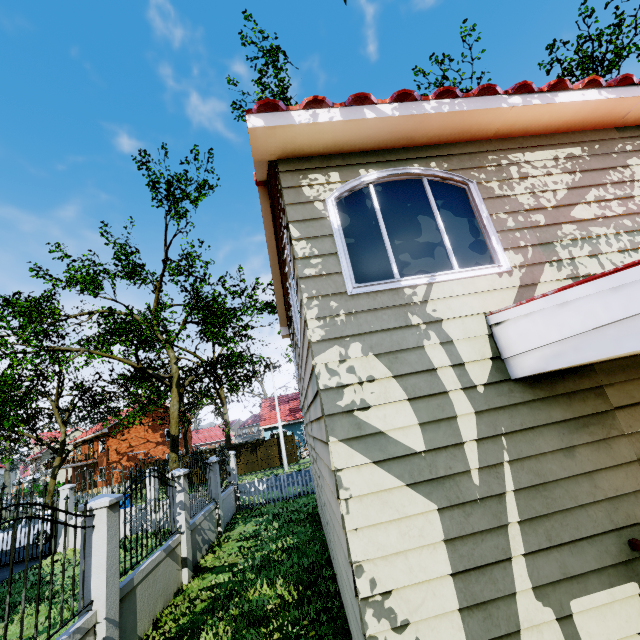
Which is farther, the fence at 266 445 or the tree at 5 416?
the fence at 266 445

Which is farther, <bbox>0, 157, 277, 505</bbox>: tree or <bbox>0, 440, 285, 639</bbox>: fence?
<bbox>0, 157, 277, 505</bbox>: tree

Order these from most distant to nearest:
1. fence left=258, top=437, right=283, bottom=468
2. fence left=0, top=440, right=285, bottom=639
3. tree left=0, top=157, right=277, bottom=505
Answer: fence left=258, top=437, right=283, bottom=468 → tree left=0, top=157, right=277, bottom=505 → fence left=0, top=440, right=285, bottom=639

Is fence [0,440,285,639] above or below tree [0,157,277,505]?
below

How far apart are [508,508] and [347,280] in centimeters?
271cm

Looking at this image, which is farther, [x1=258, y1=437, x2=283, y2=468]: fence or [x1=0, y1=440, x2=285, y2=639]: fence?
[x1=258, y1=437, x2=283, y2=468]: fence

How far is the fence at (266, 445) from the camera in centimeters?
2878cm

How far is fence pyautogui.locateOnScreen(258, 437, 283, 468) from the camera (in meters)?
28.78
